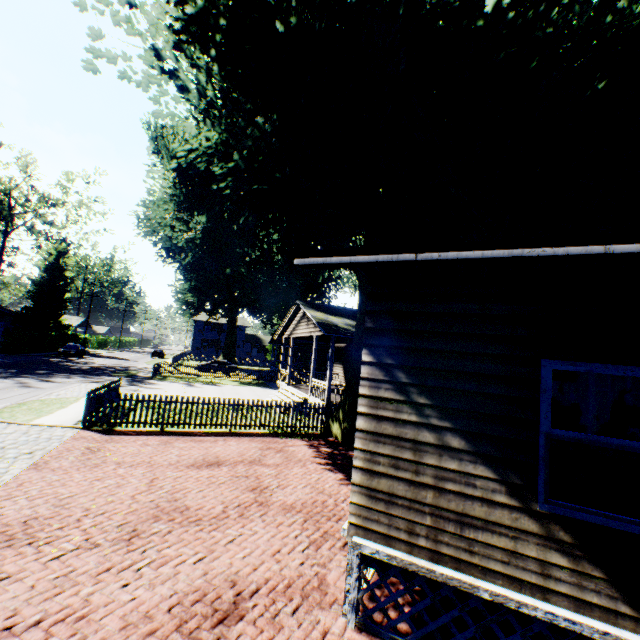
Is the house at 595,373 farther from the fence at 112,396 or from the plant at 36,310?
the plant at 36,310

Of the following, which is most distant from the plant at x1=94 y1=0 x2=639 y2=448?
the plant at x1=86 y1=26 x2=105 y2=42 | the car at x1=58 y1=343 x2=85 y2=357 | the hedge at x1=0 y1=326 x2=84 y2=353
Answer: the car at x1=58 y1=343 x2=85 y2=357

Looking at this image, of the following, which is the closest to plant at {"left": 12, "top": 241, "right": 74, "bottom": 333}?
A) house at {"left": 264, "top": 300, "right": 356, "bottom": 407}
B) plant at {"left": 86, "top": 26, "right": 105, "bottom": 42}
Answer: house at {"left": 264, "top": 300, "right": 356, "bottom": 407}

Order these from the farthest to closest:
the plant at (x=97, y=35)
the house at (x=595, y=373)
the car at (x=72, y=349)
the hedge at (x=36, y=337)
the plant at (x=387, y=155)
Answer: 1. the car at (x=72, y=349)
2. the hedge at (x=36, y=337)
3. the plant at (x=97, y=35)
4. the plant at (x=387, y=155)
5. the house at (x=595, y=373)

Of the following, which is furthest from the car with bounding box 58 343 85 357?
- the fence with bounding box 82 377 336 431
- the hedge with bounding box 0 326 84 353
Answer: the fence with bounding box 82 377 336 431

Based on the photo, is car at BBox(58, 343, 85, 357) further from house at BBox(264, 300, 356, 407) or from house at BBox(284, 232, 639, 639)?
house at BBox(284, 232, 639, 639)

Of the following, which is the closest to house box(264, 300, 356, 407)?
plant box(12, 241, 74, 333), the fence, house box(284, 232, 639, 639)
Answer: the fence

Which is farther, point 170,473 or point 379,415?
point 170,473
